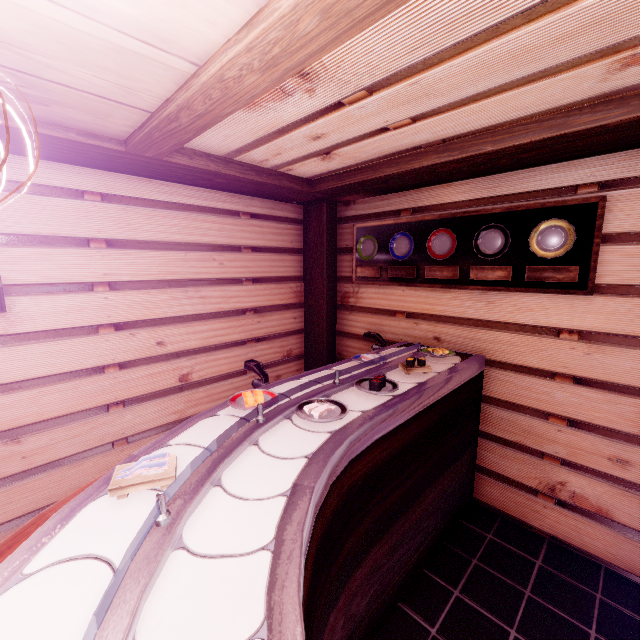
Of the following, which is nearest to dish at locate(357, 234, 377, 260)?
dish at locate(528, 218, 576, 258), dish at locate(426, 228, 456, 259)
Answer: dish at locate(426, 228, 456, 259)

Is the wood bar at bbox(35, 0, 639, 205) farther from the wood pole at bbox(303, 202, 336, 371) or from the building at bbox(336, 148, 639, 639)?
the wood pole at bbox(303, 202, 336, 371)

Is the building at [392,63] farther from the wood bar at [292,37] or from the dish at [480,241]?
the dish at [480,241]

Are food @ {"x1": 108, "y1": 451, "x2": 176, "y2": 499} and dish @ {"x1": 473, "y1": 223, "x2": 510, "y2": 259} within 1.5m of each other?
no

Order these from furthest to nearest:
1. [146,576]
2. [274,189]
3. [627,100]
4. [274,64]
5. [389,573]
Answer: [274,189], [389,573], [627,100], [274,64], [146,576]

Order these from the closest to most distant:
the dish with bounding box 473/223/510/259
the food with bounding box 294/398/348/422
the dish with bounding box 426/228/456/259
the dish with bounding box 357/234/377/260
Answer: the food with bounding box 294/398/348/422, the dish with bounding box 473/223/510/259, the dish with bounding box 426/228/456/259, the dish with bounding box 357/234/377/260

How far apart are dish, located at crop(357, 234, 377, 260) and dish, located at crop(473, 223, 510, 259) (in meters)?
1.73

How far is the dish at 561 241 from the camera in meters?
4.0
